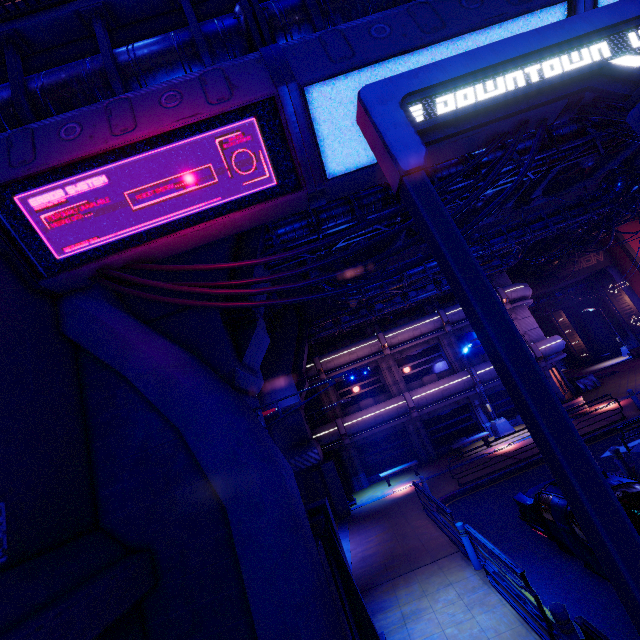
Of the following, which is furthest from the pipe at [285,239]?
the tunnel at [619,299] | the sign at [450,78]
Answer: the tunnel at [619,299]

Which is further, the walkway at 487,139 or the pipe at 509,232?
the pipe at 509,232

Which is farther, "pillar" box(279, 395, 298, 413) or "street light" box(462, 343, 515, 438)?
"street light" box(462, 343, 515, 438)

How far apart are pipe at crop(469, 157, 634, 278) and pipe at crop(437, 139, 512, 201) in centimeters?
712cm

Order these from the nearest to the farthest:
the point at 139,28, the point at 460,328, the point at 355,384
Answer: the point at 139,28 → the point at 355,384 → the point at 460,328

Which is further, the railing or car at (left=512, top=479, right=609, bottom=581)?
car at (left=512, top=479, right=609, bottom=581)

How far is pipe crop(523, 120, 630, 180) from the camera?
9.50m
